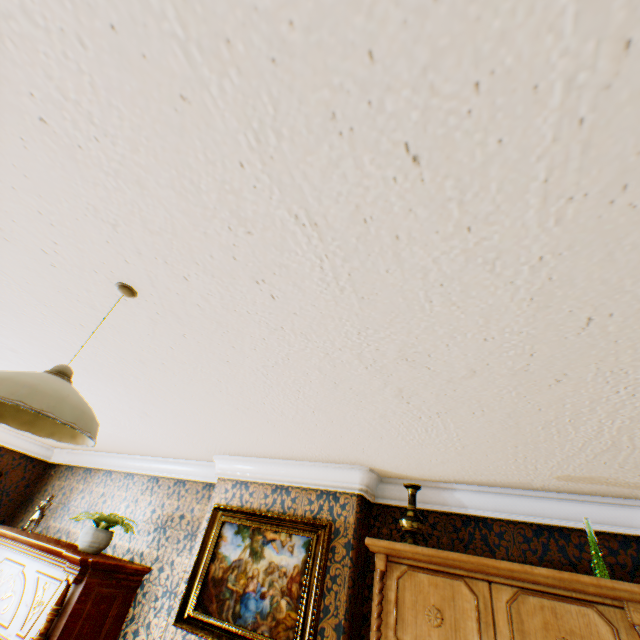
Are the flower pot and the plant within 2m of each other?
yes

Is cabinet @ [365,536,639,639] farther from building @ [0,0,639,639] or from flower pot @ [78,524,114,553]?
flower pot @ [78,524,114,553]

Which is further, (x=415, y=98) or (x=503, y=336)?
(x=503, y=336)

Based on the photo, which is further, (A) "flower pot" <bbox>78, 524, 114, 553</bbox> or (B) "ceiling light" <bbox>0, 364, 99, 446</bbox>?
(A) "flower pot" <bbox>78, 524, 114, 553</bbox>

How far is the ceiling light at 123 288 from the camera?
1.52m

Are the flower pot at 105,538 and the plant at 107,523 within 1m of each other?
yes

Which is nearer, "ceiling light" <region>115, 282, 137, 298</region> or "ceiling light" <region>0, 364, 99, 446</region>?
"ceiling light" <region>0, 364, 99, 446</region>

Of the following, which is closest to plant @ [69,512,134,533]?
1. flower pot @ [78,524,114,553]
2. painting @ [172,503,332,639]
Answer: flower pot @ [78,524,114,553]
